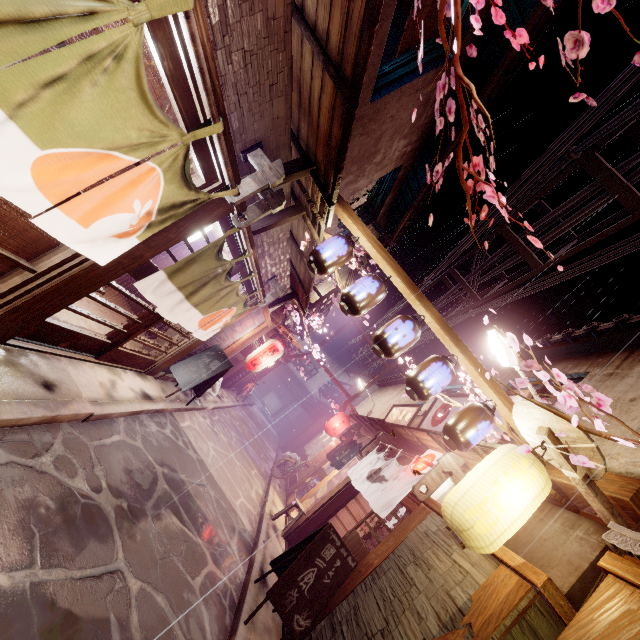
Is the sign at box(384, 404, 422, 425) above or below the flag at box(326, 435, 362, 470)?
above

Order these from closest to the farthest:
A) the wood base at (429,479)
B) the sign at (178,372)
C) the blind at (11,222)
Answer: the blind at (11,222)
the wood base at (429,479)
the sign at (178,372)

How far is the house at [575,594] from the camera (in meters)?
5.44

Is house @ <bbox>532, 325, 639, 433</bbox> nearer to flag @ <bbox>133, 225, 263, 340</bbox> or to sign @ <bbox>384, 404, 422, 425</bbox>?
sign @ <bbox>384, 404, 422, 425</bbox>

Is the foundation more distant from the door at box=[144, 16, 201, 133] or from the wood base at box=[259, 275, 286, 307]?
the door at box=[144, 16, 201, 133]

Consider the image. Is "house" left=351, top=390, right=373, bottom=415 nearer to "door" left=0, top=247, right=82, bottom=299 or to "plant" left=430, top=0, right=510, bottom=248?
→ "plant" left=430, top=0, right=510, bottom=248

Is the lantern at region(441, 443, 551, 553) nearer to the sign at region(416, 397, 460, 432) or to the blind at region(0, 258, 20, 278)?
the sign at region(416, 397, 460, 432)

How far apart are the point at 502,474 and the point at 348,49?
7.13m
